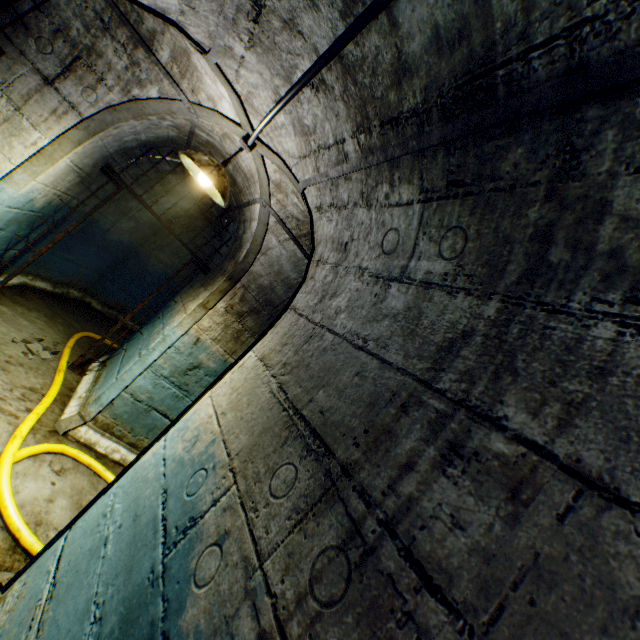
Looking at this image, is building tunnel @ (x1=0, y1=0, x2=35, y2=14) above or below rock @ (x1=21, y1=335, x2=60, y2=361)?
above

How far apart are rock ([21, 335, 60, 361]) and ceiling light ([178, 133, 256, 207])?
3.0m

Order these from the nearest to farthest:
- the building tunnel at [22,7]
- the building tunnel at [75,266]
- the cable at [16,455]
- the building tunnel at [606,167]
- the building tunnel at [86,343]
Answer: the building tunnel at [606,167] → the building tunnel at [22,7] → the cable at [16,455] → the building tunnel at [75,266] → the building tunnel at [86,343]

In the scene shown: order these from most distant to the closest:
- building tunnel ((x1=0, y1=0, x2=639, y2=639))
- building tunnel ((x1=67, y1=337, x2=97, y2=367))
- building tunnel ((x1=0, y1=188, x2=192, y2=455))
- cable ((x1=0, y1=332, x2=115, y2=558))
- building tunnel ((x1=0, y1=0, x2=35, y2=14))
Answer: building tunnel ((x1=67, y1=337, x2=97, y2=367))
building tunnel ((x1=0, y1=188, x2=192, y2=455))
cable ((x1=0, y1=332, x2=115, y2=558))
building tunnel ((x1=0, y1=0, x2=35, y2=14))
building tunnel ((x1=0, y1=0, x2=639, y2=639))

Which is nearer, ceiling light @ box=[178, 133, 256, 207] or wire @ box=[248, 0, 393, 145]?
wire @ box=[248, 0, 393, 145]

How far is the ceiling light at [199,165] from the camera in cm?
225

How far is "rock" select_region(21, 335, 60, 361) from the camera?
3.8m

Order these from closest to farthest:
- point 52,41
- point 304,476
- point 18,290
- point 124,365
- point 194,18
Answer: point 304,476 → point 194,18 → point 52,41 → point 124,365 → point 18,290
